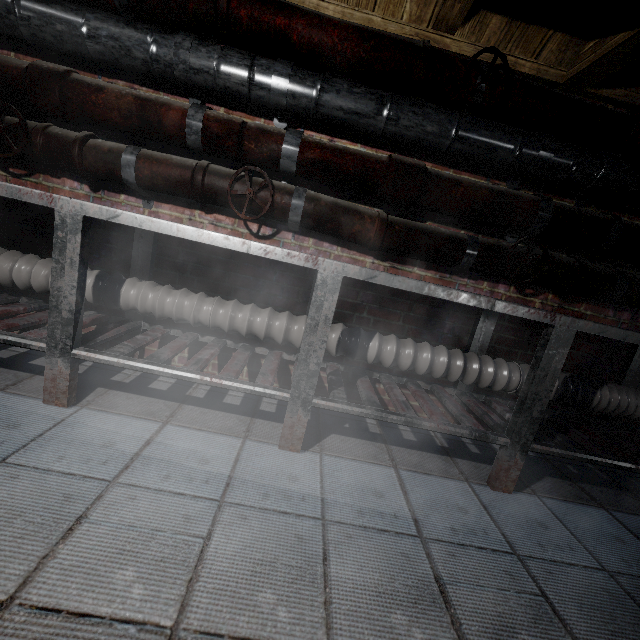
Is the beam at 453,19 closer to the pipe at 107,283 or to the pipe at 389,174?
the pipe at 389,174

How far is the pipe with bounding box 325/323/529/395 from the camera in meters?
1.7 m

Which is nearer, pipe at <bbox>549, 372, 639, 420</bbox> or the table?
the table

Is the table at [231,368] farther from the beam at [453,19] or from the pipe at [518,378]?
the beam at [453,19]

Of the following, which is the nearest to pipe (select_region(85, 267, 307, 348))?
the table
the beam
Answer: the table

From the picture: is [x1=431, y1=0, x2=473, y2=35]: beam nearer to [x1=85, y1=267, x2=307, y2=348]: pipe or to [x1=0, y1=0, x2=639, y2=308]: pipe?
[x1=0, y1=0, x2=639, y2=308]: pipe

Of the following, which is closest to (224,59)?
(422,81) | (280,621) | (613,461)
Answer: (422,81)
